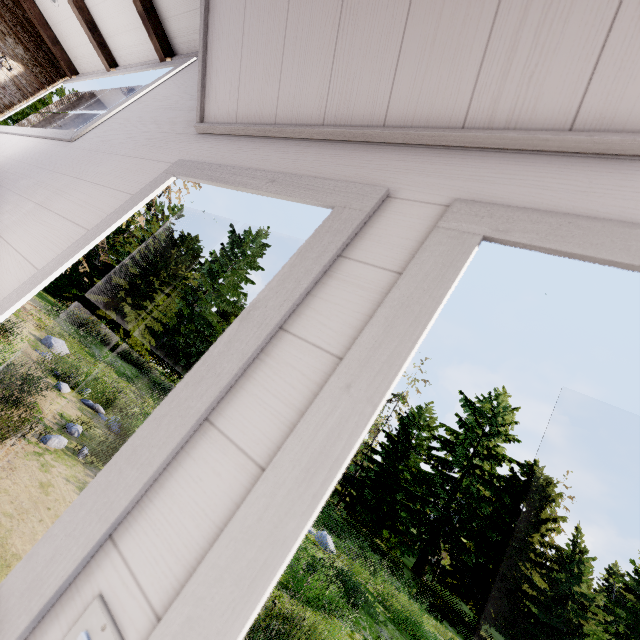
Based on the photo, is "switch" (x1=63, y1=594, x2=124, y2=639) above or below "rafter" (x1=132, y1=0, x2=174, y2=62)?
Result: below

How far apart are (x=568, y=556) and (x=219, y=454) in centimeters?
4794cm

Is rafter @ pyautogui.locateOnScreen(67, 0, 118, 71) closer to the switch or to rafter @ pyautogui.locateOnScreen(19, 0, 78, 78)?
rafter @ pyautogui.locateOnScreen(19, 0, 78, 78)

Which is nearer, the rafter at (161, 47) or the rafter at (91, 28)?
the rafter at (161, 47)

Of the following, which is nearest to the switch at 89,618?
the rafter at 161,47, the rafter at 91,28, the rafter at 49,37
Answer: the rafter at 161,47

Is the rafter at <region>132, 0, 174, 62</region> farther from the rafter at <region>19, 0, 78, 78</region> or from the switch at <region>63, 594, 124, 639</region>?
the switch at <region>63, 594, 124, 639</region>

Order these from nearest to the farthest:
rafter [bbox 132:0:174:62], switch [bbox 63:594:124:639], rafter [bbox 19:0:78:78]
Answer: switch [bbox 63:594:124:639] → rafter [bbox 132:0:174:62] → rafter [bbox 19:0:78:78]
